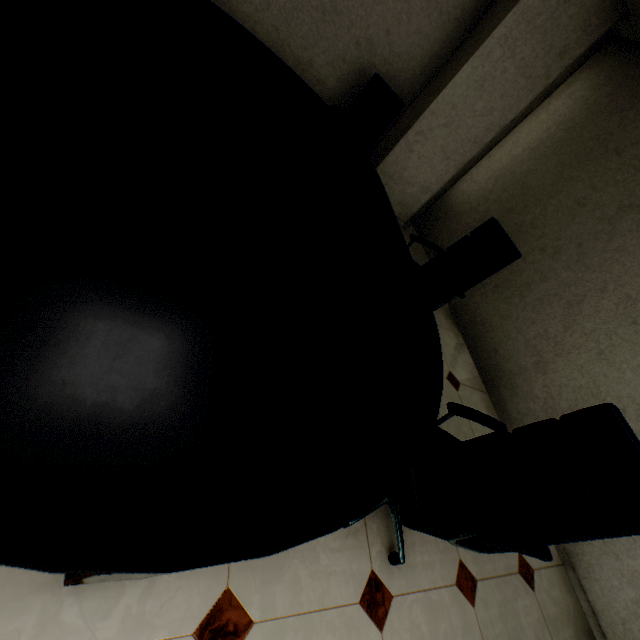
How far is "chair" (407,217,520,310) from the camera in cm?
244

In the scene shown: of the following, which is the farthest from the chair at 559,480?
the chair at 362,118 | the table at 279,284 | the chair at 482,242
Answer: the chair at 362,118

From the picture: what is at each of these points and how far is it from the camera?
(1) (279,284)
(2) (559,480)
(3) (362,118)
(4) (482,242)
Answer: (1) table, 1.1 meters
(2) chair, 1.4 meters
(3) chair, 3.6 meters
(4) chair, 2.6 meters

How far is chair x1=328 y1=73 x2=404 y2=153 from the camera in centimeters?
339cm

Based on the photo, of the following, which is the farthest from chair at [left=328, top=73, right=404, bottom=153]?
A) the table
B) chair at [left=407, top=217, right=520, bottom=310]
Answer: chair at [left=407, top=217, right=520, bottom=310]

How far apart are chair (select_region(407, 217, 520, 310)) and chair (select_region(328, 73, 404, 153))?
1.26m

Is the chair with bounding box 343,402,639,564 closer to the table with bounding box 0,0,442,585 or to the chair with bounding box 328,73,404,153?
the table with bounding box 0,0,442,585

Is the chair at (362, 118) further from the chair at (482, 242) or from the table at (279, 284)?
the chair at (482, 242)
